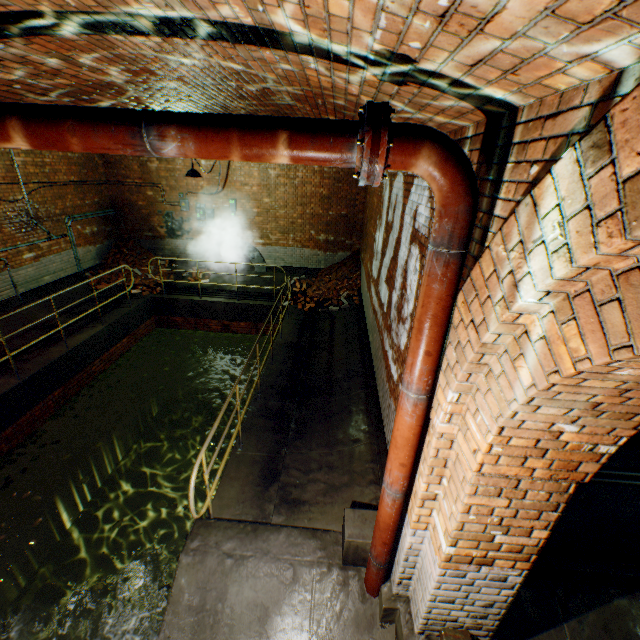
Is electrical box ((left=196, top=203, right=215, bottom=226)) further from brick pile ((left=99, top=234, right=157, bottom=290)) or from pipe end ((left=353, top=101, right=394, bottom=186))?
pipe end ((left=353, top=101, right=394, bottom=186))

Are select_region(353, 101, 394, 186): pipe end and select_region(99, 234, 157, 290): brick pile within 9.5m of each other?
no

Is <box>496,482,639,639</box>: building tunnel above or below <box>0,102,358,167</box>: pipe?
below

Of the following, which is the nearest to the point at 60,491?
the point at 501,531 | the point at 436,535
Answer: the point at 436,535

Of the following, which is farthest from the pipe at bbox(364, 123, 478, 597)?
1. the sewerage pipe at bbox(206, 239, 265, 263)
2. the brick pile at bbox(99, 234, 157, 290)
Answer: the brick pile at bbox(99, 234, 157, 290)

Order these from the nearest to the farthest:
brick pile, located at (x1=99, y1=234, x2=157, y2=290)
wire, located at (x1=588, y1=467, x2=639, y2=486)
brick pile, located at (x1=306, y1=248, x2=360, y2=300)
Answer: wire, located at (x1=588, y1=467, x2=639, y2=486)
brick pile, located at (x1=306, y1=248, x2=360, y2=300)
brick pile, located at (x1=99, y1=234, x2=157, y2=290)

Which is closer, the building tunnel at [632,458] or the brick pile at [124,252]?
the building tunnel at [632,458]

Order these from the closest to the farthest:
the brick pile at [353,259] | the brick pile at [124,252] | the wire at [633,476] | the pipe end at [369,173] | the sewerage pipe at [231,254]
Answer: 1. the pipe end at [369,173]
2. the wire at [633,476]
3. the brick pile at [353,259]
4. the brick pile at [124,252]
5. the sewerage pipe at [231,254]
